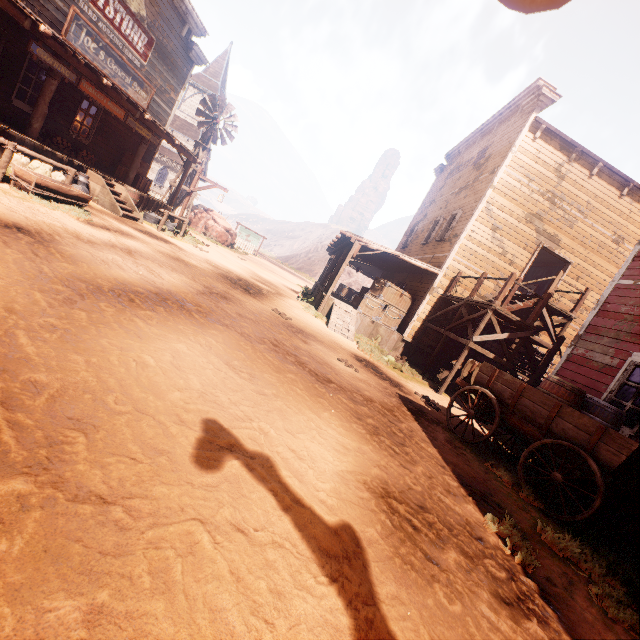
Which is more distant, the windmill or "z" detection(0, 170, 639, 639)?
the windmill

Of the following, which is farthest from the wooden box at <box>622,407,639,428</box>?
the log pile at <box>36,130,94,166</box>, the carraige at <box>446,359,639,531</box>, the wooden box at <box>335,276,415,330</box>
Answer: the log pile at <box>36,130,94,166</box>

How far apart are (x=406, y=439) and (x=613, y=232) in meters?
15.4 m

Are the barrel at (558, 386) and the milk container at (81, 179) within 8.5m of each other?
no

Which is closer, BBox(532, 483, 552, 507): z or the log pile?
BBox(532, 483, 552, 507): z

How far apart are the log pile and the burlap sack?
1.9m

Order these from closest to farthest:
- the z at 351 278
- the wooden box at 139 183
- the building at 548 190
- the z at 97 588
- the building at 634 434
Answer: the z at 97 588 < the building at 634 434 < the building at 548 190 < the wooden box at 139 183 < the z at 351 278

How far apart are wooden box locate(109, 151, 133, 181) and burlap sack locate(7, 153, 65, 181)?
4.0 meters
